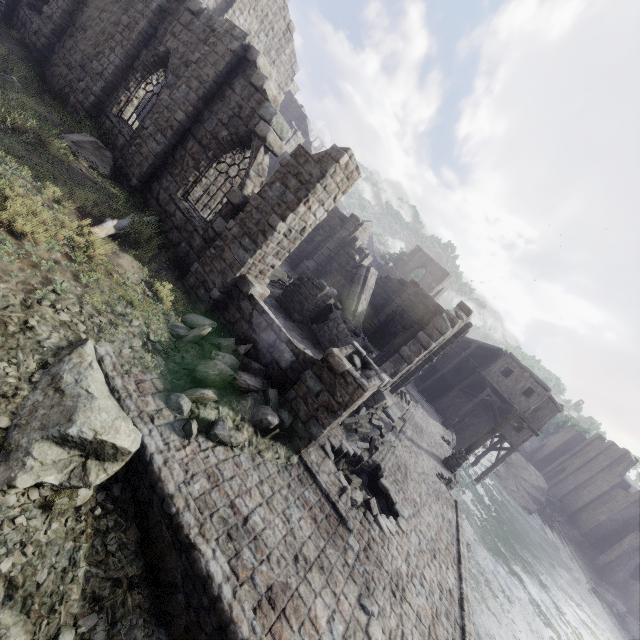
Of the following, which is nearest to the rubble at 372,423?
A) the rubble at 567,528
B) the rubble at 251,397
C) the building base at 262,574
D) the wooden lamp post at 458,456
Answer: the building base at 262,574

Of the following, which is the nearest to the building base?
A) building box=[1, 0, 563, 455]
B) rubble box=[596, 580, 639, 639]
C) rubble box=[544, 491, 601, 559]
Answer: building box=[1, 0, 563, 455]

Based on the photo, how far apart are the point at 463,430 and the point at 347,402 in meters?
29.2

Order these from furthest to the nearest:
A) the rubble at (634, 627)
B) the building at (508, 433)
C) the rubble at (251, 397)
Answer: the building at (508, 433), the rubble at (634, 627), the rubble at (251, 397)

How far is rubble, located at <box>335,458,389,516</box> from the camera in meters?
9.0 m

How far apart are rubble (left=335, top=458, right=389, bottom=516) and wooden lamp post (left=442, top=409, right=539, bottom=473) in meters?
9.7 m

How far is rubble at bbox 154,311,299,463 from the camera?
6.14m

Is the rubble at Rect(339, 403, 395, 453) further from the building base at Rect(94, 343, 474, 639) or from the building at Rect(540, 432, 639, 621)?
the building at Rect(540, 432, 639, 621)
